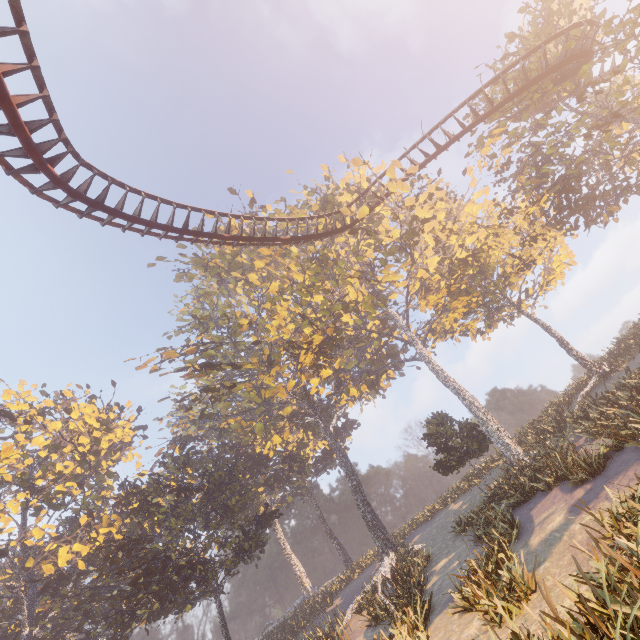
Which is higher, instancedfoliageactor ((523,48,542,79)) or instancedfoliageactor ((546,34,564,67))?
instancedfoliageactor ((546,34,564,67))

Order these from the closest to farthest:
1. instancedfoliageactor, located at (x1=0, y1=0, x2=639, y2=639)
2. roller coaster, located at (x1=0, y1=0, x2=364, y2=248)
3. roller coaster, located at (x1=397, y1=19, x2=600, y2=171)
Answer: A: roller coaster, located at (x1=0, y1=0, x2=364, y2=248) < instancedfoliageactor, located at (x1=0, y1=0, x2=639, y2=639) < roller coaster, located at (x1=397, y1=19, x2=600, y2=171)

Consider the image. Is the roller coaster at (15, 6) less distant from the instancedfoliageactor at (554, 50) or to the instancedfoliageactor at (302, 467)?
the instancedfoliageactor at (302, 467)

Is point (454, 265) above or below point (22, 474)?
below

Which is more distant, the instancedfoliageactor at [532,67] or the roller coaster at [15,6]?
the instancedfoliageactor at [532,67]

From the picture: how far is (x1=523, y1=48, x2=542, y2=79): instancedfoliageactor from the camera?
18.2m

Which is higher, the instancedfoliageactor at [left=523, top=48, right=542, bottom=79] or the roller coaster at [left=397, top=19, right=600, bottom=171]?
the instancedfoliageactor at [left=523, top=48, right=542, bottom=79]

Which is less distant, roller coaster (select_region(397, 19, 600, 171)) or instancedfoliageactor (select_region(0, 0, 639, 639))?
instancedfoliageactor (select_region(0, 0, 639, 639))
